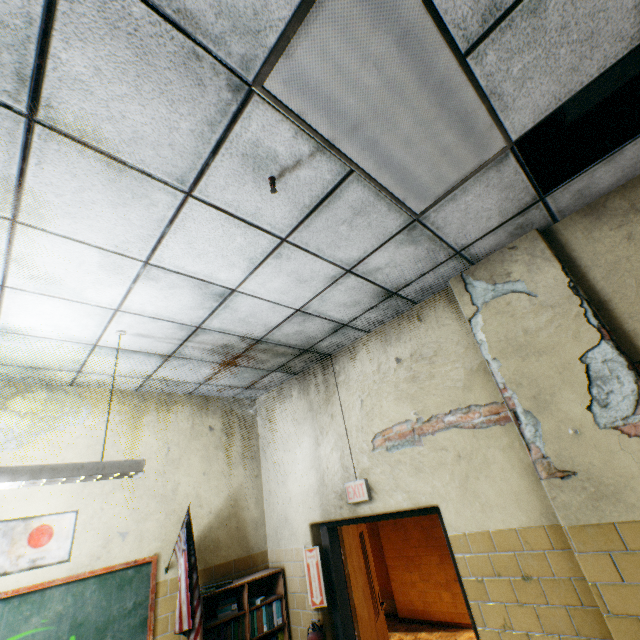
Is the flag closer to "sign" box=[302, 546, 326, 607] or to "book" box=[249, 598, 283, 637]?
"book" box=[249, 598, 283, 637]

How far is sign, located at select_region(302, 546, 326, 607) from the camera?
3.4 meters

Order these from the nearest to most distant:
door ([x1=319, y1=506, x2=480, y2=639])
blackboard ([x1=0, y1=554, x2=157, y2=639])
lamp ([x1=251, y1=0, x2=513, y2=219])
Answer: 1. lamp ([x1=251, y1=0, x2=513, y2=219])
2. blackboard ([x1=0, y1=554, x2=157, y2=639])
3. door ([x1=319, y1=506, x2=480, y2=639])

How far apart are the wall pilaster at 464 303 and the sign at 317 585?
2.5m

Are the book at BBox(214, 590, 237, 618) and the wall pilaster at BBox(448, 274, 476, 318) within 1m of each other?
no

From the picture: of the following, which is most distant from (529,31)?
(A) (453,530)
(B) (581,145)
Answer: (A) (453,530)

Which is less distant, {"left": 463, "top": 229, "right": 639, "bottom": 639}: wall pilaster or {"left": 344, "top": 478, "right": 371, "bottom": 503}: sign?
{"left": 463, "top": 229, "right": 639, "bottom": 639}: wall pilaster

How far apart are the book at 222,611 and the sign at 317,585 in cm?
42
